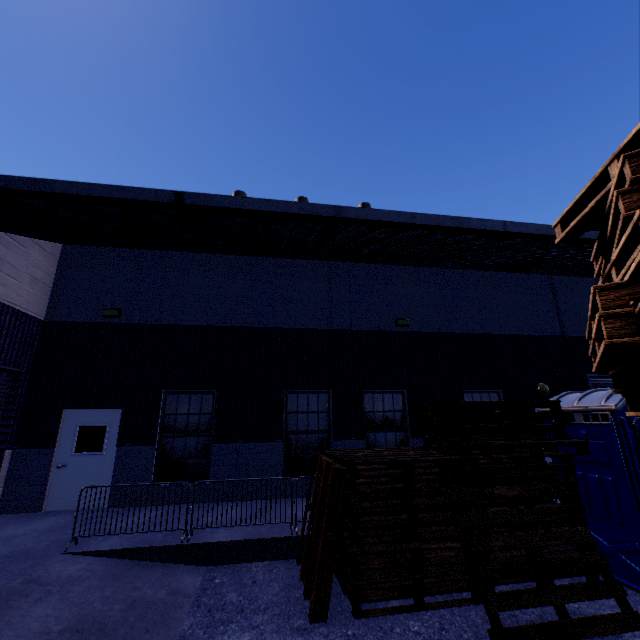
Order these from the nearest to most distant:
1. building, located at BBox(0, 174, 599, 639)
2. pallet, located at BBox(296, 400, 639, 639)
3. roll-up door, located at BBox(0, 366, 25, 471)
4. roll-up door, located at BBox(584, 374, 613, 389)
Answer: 1. pallet, located at BBox(296, 400, 639, 639)
2. building, located at BBox(0, 174, 599, 639)
3. roll-up door, located at BBox(0, 366, 25, 471)
4. roll-up door, located at BBox(584, 374, 613, 389)

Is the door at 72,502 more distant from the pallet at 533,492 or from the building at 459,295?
the pallet at 533,492

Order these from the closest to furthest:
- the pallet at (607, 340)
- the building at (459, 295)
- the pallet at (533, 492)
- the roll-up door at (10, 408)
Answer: the pallet at (607, 340)
the pallet at (533, 492)
the building at (459, 295)
the roll-up door at (10, 408)

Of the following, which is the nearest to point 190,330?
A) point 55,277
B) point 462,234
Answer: point 55,277

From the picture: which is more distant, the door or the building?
the door

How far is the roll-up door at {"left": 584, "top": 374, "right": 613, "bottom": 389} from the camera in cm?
1166

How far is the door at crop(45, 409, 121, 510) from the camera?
8.3 meters

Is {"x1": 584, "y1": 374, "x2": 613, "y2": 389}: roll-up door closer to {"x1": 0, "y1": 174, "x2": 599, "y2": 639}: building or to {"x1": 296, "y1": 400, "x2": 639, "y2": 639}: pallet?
{"x1": 0, "y1": 174, "x2": 599, "y2": 639}: building
